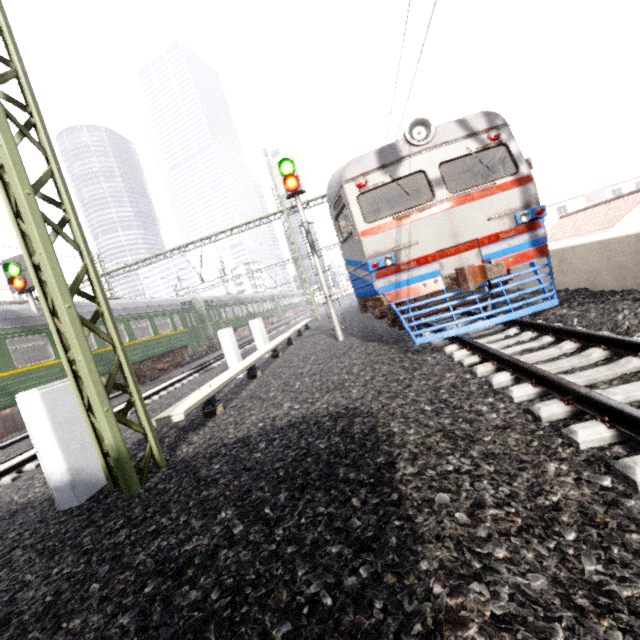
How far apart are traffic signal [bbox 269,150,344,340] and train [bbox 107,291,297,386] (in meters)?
14.76

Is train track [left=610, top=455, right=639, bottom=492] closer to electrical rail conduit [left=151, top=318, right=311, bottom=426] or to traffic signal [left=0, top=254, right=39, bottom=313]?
electrical rail conduit [left=151, top=318, right=311, bottom=426]

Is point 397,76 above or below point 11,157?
above

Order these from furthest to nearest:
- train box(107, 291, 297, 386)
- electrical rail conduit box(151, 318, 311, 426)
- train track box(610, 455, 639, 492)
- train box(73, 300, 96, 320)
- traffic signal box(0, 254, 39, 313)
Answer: train box(107, 291, 297, 386) < train box(73, 300, 96, 320) < traffic signal box(0, 254, 39, 313) < electrical rail conduit box(151, 318, 311, 426) < train track box(610, 455, 639, 492)

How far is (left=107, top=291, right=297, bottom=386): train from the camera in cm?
1553

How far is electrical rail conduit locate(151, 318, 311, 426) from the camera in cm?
473

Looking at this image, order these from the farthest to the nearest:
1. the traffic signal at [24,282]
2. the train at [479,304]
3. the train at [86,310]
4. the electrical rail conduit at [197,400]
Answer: the train at [86,310] → the traffic signal at [24,282] → the train at [479,304] → the electrical rail conduit at [197,400]

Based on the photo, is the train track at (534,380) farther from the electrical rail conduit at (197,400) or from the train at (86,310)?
the train at (86,310)
